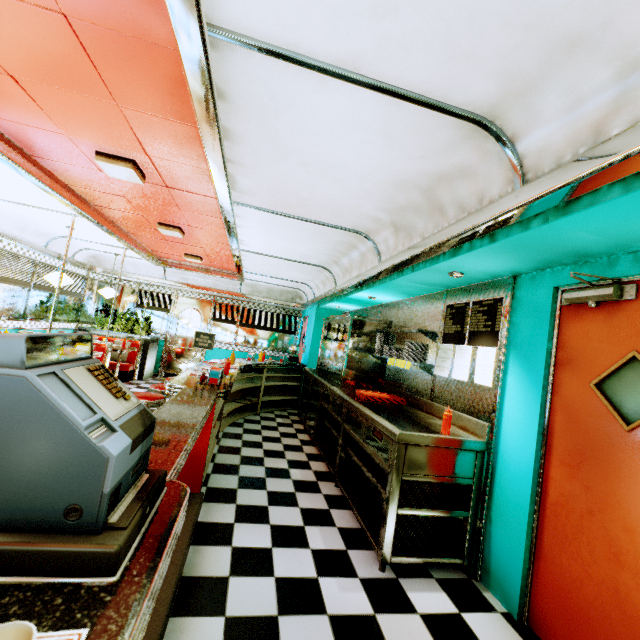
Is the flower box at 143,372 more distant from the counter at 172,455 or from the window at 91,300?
the counter at 172,455

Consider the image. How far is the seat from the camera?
8.1m

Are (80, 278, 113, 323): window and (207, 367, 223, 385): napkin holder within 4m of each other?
no

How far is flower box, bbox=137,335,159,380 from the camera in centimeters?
868cm

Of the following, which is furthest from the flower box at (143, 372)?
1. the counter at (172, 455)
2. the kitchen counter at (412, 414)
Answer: the kitchen counter at (412, 414)

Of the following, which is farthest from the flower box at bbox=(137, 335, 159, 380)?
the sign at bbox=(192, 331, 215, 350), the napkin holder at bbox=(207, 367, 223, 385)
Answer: the napkin holder at bbox=(207, 367, 223, 385)

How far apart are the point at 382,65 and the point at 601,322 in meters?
2.1

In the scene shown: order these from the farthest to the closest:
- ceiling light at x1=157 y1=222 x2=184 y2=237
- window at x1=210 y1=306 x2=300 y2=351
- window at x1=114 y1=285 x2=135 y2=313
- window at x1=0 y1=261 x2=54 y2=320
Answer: window at x1=210 y1=306 x2=300 y2=351
window at x1=114 y1=285 x2=135 y2=313
window at x1=0 y1=261 x2=54 y2=320
ceiling light at x1=157 y1=222 x2=184 y2=237
